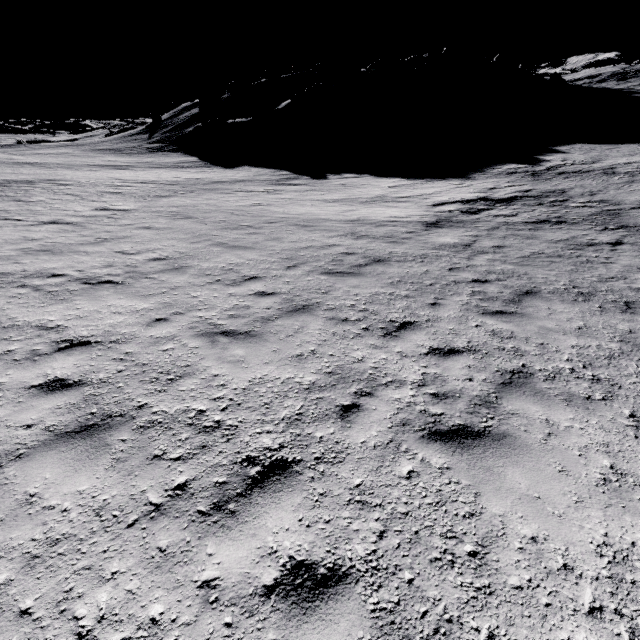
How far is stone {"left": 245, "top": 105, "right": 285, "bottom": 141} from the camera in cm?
4756

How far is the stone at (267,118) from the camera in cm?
4756

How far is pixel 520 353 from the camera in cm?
576
